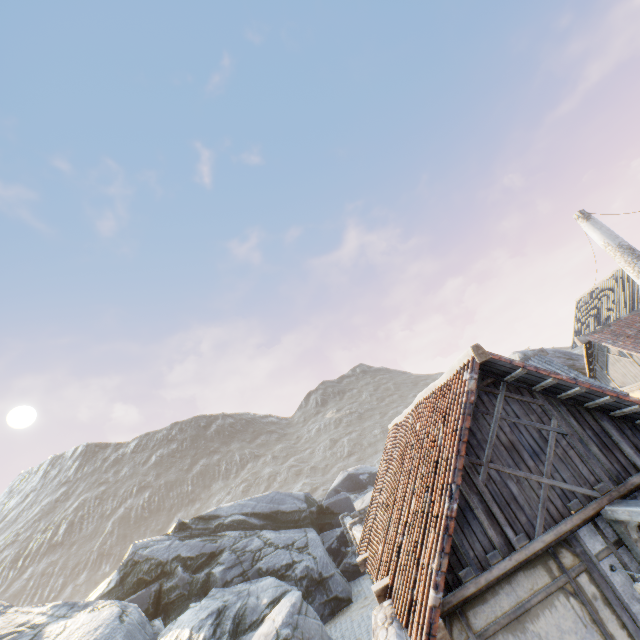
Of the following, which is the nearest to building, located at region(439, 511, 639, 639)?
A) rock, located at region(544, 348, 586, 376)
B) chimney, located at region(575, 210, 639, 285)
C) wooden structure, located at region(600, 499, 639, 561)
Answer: wooden structure, located at region(600, 499, 639, 561)

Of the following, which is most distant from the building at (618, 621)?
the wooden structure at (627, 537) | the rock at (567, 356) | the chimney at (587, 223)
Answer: the chimney at (587, 223)

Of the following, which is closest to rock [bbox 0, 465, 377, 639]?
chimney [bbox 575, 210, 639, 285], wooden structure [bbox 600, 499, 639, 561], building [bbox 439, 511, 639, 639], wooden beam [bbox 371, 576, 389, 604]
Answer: building [bbox 439, 511, 639, 639]

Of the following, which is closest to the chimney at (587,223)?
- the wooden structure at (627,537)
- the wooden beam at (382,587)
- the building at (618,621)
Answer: the building at (618,621)

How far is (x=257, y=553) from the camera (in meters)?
17.88

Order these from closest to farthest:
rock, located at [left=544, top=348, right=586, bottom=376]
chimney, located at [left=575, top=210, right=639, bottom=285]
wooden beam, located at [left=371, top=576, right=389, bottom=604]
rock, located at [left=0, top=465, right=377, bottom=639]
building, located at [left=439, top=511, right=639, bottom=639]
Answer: building, located at [left=439, top=511, right=639, bottom=639]
wooden beam, located at [left=371, top=576, right=389, bottom=604]
rock, located at [left=0, top=465, right=377, bottom=639]
chimney, located at [left=575, top=210, right=639, bottom=285]
rock, located at [left=544, top=348, right=586, bottom=376]

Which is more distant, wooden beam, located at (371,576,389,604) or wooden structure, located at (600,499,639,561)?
wooden beam, located at (371,576,389,604)
